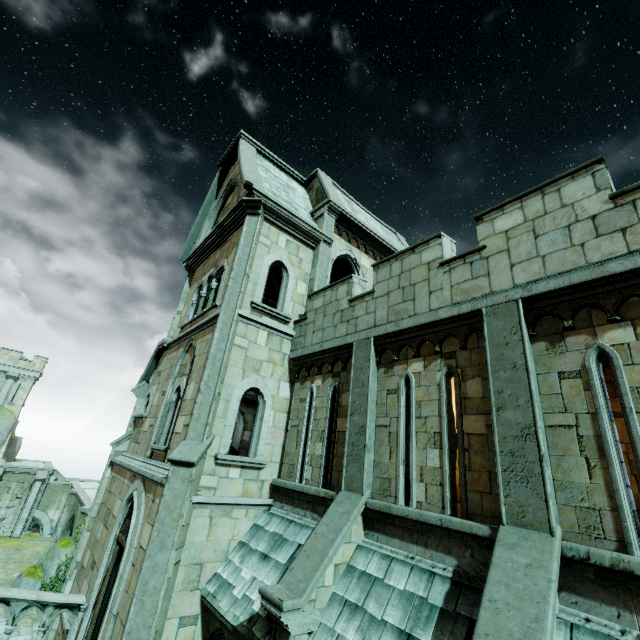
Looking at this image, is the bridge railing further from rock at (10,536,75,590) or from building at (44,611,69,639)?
rock at (10,536,75,590)

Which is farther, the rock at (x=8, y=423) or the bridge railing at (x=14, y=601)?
the rock at (x=8, y=423)

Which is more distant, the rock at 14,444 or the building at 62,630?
the rock at 14,444

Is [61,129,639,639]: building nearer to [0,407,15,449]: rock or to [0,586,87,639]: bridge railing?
[0,586,87,639]: bridge railing

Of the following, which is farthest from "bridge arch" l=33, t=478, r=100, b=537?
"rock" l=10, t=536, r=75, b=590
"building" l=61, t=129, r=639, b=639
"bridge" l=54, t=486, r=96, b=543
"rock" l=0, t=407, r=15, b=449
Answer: "building" l=61, t=129, r=639, b=639

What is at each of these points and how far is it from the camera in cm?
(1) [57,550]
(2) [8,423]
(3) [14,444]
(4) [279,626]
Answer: (1) rock, 2181
(2) rock, 3222
(3) rock, 3519
(4) building, 509

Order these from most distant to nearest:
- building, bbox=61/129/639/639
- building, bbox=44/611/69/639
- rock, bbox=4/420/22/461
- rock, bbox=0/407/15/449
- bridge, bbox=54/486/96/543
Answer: rock, bbox=4/420/22/461 → rock, bbox=0/407/15/449 → bridge, bbox=54/486/96/543 → building, bbox=44/611/69/639 → building, bbox=61/129/639/639

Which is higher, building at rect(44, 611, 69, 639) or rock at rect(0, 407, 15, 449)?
rock at rect(0, 407, 15, 449)
